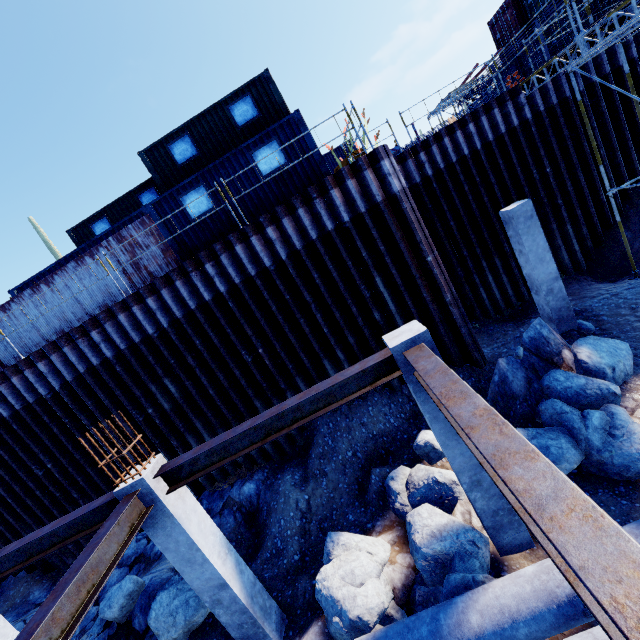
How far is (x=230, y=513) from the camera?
9.5m

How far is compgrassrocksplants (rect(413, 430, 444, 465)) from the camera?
7.6m

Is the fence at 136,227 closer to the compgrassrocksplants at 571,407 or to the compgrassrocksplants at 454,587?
the compgrassrocksplants at 454,587

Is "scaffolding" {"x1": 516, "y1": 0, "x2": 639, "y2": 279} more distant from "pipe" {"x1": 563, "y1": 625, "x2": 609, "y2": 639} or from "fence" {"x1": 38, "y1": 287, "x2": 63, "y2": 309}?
"fence" {"x1": 38, "y1": 287, "x2": 63, "y2": 309}

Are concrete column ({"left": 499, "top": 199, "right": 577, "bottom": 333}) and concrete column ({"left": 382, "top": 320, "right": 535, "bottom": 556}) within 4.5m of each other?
no

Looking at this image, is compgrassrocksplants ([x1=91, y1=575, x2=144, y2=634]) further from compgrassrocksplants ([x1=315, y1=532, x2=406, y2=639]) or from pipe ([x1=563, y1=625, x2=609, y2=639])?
compgrassrocksplants ([x1=315, y1=532, x2=406, y2=639])

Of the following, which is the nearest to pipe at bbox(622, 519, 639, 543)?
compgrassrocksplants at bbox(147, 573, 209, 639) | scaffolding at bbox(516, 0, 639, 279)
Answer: compgrassrocksplants at bbox(147, 573, 209, 639)

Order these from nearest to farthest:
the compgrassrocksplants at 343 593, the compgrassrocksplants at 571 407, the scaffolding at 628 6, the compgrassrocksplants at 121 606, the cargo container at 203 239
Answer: the compgrassrocksplants at 343 593 → the compgrassrocksplants at 571 407 → the compgrassrocksplants at 121 606 → the scaffolding at 628 6 → the cargo container at 203 239
